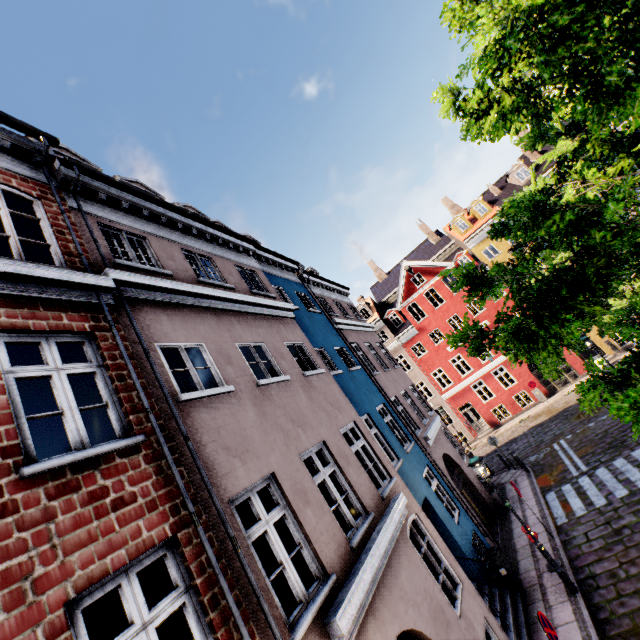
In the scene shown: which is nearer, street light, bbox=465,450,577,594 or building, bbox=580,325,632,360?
street light, bbox=465,450,577,594

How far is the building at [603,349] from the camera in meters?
23.4

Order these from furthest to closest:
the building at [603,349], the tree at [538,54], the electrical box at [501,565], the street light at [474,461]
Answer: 1. the building at [603,349]
2. the electrical box at [501,565]
3. the street light at [474,461]
4. the tree at [538,54]

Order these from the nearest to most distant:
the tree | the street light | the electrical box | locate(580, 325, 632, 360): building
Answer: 1. the tree
2. the street light
3. the electrical box
4. locate(580, 325, 632, 360): building

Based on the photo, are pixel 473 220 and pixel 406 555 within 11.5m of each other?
no

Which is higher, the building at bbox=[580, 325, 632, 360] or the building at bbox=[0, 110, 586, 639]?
the building at bbox=[0, 110, 586, 639]

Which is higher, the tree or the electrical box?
the tree

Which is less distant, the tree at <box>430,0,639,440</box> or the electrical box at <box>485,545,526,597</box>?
the tree at <box>430,0,639,440</box>
